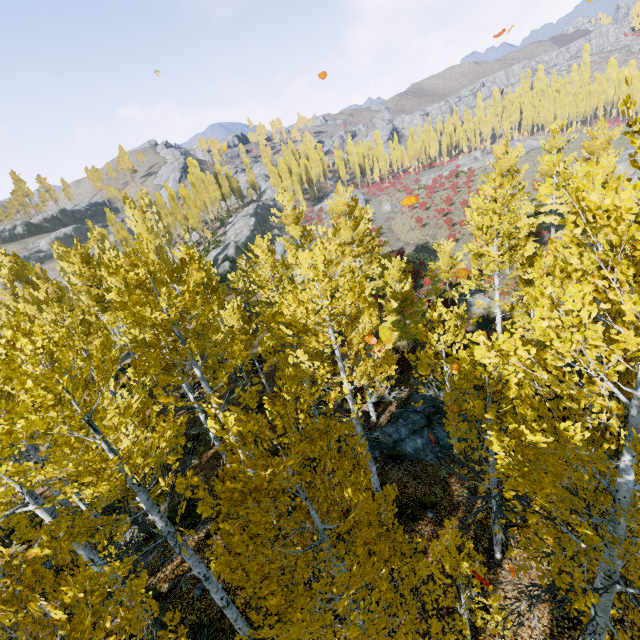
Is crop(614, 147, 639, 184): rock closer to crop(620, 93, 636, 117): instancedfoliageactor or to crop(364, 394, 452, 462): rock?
crop(620, 93, 636, 117): instancedfoliageactor

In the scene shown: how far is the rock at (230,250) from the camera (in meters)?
44.22

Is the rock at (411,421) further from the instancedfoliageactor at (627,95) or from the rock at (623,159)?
the rock at (623,159)

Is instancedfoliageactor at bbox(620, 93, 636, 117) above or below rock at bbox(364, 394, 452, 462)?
above

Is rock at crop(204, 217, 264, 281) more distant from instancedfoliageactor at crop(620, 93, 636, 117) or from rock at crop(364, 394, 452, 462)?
rock at crop(364, 394, 452, 462)

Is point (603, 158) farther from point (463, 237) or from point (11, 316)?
point (11, 316)

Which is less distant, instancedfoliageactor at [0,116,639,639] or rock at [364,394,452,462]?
instancedfoliageactor at [0,116,639,639]
